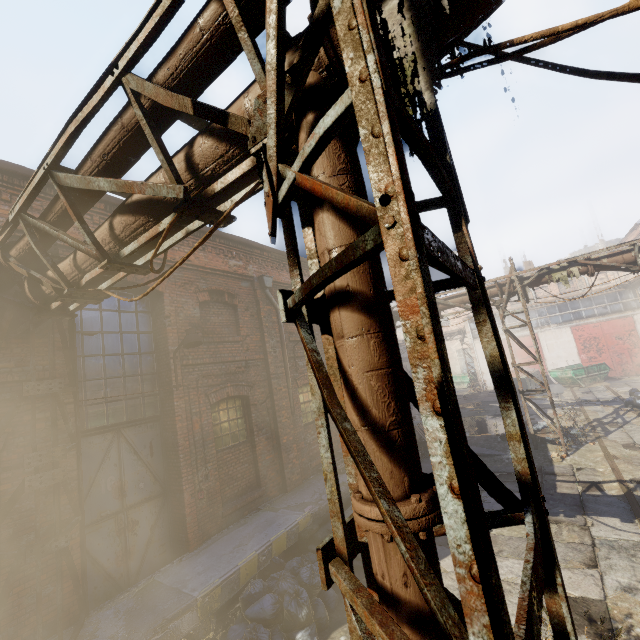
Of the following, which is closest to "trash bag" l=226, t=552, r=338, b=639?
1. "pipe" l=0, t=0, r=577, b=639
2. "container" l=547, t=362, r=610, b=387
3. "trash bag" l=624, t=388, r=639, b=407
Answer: "pipe" l=0, t=0, r=577, b=639

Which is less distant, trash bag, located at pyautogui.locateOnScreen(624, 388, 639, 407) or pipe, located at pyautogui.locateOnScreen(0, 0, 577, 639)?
pipe, located at pyautogui.locateOnScreen(0, 0, 577, 639)

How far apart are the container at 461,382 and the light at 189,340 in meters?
31.5 m

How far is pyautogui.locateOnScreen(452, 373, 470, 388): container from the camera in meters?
33.1 m

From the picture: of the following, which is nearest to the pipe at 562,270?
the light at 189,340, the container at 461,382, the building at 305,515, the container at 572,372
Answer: the building at 305,515

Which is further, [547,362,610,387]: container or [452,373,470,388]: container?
[452,373,470,388]: container

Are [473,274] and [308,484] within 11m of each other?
yes

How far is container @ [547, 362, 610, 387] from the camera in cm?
2211
